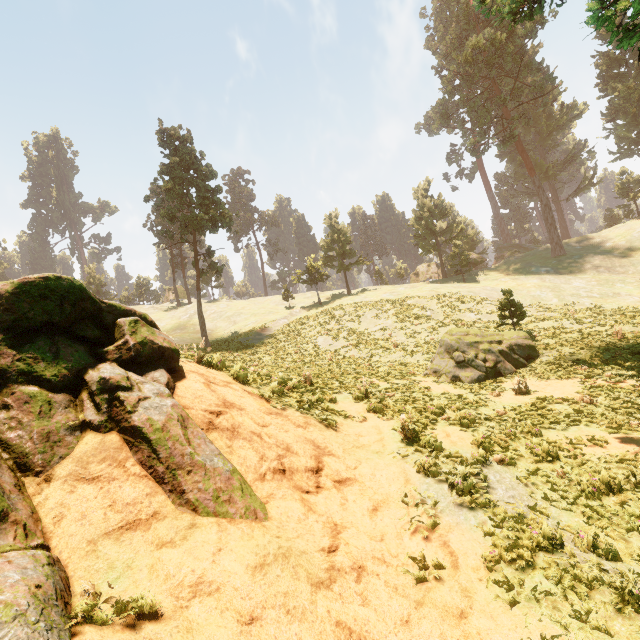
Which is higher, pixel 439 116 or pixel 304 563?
pixel 439 116

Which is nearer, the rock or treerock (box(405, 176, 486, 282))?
the rock

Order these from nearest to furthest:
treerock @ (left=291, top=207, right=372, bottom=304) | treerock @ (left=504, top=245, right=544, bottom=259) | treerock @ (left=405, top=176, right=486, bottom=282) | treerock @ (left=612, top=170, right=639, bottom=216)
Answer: treerock @ (left=405, top=176, right=486, bottom=282) → treerock @ (left=291, top=207, right=372, bottom=304) → treerock @ (left=612, top=170, right=639, bottom=216) → treerock @ (left=504, top=245, right=544, bottom=259)

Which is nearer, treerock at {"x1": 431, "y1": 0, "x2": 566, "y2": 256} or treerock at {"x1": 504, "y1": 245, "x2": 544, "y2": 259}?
treerock at {"x1": 431, "y1": 0, "x2": 566, "y2": 256}

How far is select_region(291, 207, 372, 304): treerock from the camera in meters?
46.5 m

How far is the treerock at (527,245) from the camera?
54.7 meters

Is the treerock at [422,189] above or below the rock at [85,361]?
above
